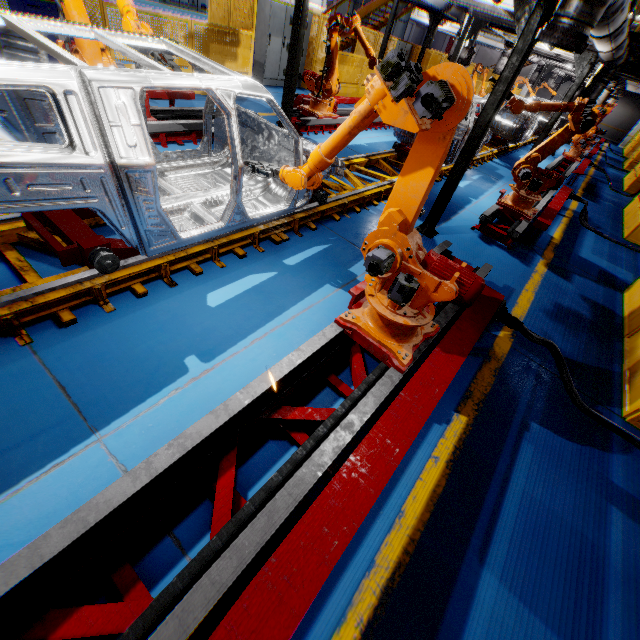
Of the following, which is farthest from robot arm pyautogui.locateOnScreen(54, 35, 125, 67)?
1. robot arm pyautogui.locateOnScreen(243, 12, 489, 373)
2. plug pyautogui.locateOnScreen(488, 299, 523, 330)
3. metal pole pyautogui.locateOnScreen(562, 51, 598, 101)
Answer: metal pole pyautogui.locateOnScreen(562, 51, 598, 101)

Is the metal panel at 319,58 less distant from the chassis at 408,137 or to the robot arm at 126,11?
the robot arm at 126,11

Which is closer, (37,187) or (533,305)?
(37,187)

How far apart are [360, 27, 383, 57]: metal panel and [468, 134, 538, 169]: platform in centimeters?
456cm

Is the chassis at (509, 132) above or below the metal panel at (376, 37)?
below

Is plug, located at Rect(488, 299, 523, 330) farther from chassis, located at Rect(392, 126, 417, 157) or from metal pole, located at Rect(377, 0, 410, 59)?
metal pole, located at Rect(377, 0, 410, 59)

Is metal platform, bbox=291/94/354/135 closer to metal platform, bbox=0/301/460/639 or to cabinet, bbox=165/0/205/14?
metal platform, bbox=0/301/460/639

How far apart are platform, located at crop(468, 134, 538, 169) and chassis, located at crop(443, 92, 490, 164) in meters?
0.0
